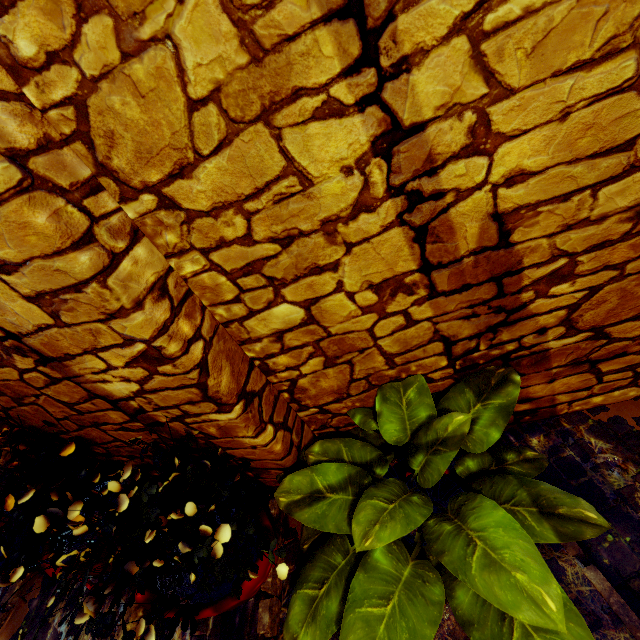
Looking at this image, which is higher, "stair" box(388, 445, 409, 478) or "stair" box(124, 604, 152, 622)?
"stair" box(124, 604, 152, 622)

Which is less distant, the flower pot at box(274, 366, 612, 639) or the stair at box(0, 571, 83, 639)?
the flower pot at box(274, 366, 612, 639)

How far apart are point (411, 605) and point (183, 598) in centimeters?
102cm

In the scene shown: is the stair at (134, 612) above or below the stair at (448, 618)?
above

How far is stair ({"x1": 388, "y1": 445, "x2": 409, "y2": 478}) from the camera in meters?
1.9 m

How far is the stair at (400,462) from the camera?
1.9 meters

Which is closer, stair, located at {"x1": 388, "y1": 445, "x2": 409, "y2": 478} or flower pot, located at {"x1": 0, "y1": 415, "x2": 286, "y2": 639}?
flower pot, located at {"x1": 0, "y1": 415, "x2": 286, "y2": 639}
